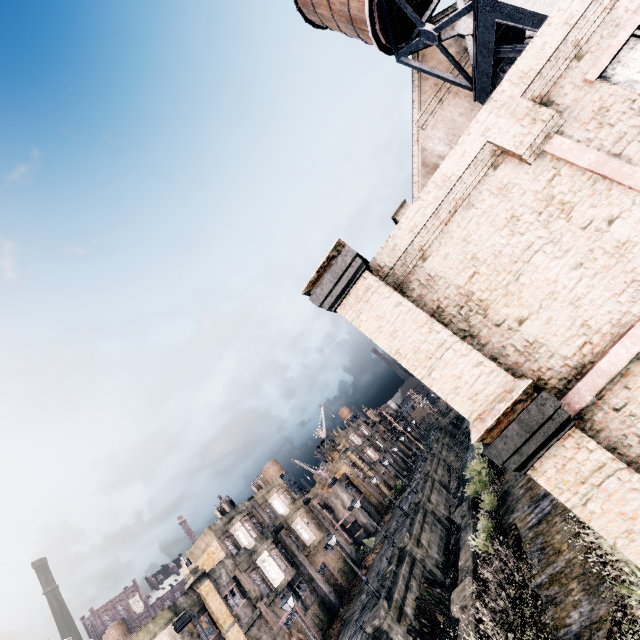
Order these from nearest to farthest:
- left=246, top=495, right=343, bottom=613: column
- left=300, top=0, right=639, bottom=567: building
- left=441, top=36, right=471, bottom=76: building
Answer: left=300, top=0, right=639, bottom=567: building → left=441, top=36, right=471, bottom=76: building → left=246, top=495, right=343, bottom=613: column

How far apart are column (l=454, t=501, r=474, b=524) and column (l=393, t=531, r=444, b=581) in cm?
721

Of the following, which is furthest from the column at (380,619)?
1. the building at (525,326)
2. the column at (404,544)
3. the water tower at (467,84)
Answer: the water tower at (467,84)

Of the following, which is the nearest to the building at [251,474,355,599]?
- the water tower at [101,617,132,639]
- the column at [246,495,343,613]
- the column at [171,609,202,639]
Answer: the column at [246,495,343,613]

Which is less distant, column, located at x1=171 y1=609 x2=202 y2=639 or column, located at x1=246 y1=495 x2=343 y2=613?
column, located at x1=171 y1=609 x2=202 y2=639

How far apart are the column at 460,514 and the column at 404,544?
7.21m

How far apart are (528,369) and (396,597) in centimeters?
2634cm

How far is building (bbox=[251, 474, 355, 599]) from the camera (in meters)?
35.03
